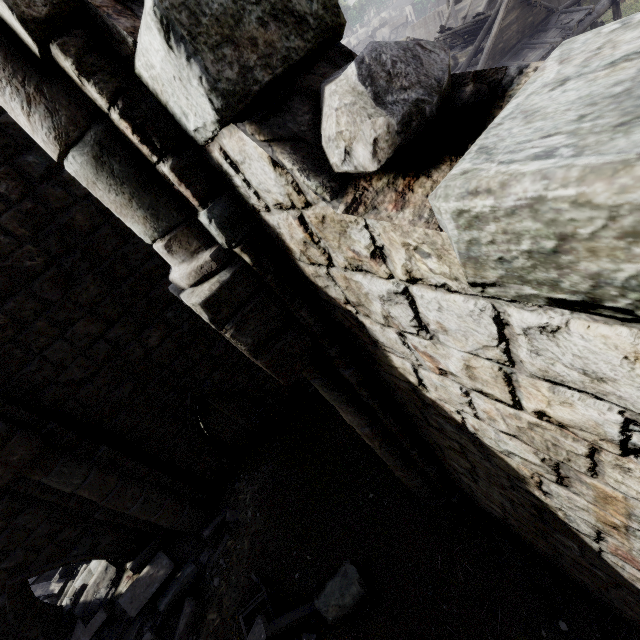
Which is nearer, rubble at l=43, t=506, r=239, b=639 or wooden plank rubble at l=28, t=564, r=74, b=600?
rubble at l=43, t=506, r=239, b=639

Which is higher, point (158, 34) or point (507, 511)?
point (158, 34)

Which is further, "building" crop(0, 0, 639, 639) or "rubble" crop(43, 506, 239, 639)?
"rubble" crop(43, 506, 239, 639)

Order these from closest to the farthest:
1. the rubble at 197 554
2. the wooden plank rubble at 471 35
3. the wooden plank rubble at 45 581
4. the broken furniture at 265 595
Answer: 1. the broken furniture at 265 595
2. the rubble at 197 554
3. the wooden plank rubble at 45 581
4. the wooden plank rubble at 471 35

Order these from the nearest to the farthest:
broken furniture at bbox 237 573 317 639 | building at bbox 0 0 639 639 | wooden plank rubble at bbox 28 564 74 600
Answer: building at bbox 0 0 639 639 → broken furniture at bbox 237 573 317 639 → wooden plank rubble at bbox 28 564 74 600

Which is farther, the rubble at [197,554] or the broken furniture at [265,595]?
the rubble at [197,554]

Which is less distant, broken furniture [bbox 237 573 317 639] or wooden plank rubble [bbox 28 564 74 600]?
broken furniture [bbox 237 573 317 639]

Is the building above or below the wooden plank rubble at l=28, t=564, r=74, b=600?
above
